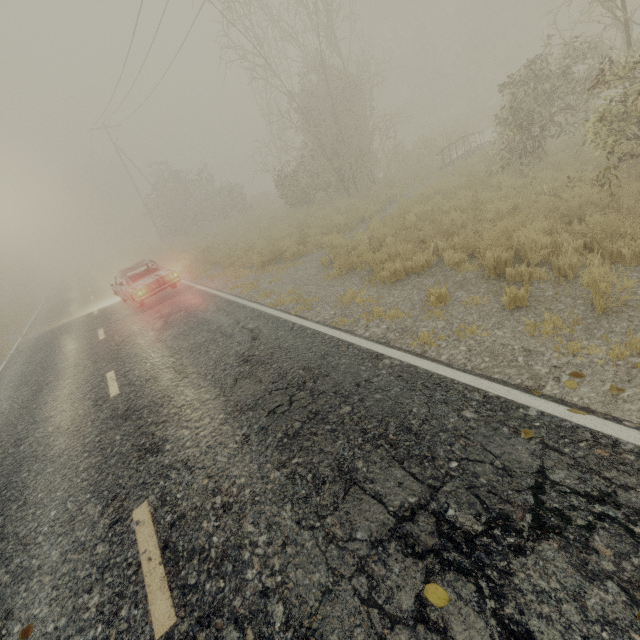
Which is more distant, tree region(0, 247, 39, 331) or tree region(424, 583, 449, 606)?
tree region(0, 247, 39, 331)

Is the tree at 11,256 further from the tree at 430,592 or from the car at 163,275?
the tree at 430,592

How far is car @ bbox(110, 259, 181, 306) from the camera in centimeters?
1153cm

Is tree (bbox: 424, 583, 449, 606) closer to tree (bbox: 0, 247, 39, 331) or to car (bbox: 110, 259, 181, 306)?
car (bbox: 110, 259, 181, 306)

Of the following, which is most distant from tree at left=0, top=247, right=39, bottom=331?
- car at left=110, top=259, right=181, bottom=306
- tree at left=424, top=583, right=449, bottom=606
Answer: tree at left=424, top=583, right=449, bottom=606

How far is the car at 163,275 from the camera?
11.5m

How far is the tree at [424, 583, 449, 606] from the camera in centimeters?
208cm

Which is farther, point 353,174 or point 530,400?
point 353,174
